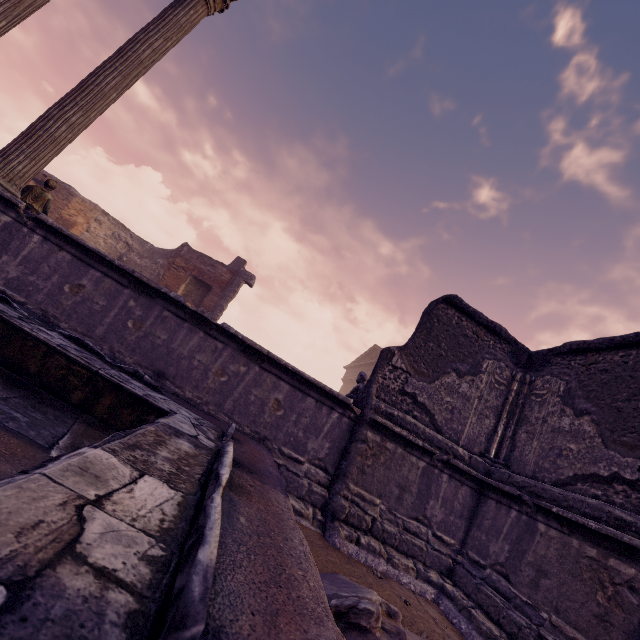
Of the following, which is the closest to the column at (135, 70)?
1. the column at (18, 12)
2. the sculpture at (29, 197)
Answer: the column at (18, 12)

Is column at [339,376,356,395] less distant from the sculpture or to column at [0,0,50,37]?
the sculpture

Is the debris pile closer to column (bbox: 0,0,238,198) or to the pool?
the pool

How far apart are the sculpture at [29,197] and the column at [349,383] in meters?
25.7

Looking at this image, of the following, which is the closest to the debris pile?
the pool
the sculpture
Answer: the pool

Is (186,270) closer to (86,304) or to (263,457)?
(86,304)

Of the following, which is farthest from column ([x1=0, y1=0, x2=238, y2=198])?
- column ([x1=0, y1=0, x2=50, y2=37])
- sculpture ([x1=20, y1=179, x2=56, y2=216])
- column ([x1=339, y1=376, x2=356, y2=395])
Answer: column ([x1=339, y1=376, x2=356, y2=395])

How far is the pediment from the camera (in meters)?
26.20
